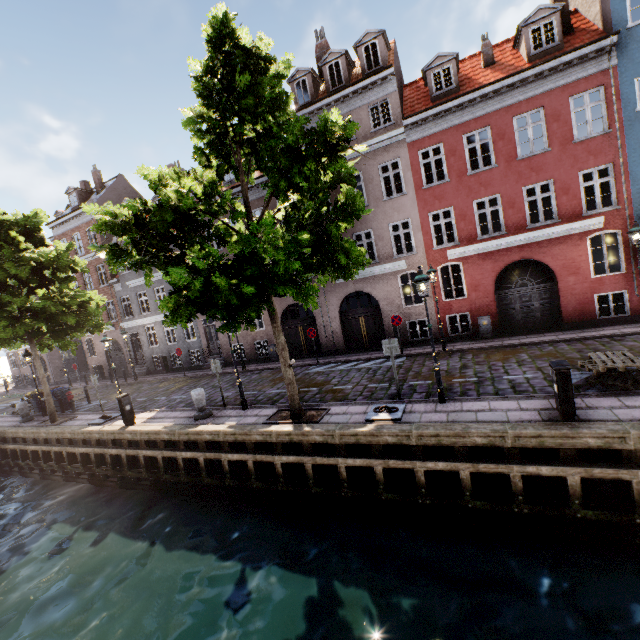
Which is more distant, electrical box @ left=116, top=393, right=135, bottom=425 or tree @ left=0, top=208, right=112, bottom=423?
tree @ left=0, top=208, right=112, bottom=423

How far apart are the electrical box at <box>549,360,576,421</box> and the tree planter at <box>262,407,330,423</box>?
5.9 meters

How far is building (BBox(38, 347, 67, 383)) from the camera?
31.5m

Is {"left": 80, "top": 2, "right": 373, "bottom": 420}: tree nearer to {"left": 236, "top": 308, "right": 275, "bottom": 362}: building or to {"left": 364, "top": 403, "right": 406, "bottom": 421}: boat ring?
{"left": 364, "top": 403, "right": 406, "bottom": 421}: boat ring

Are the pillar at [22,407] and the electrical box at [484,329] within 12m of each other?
no

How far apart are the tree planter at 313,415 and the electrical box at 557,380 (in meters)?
5.87

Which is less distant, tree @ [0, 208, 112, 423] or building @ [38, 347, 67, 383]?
tree @ [0, 208, 112, 423]

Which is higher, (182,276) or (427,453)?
(182,276)
